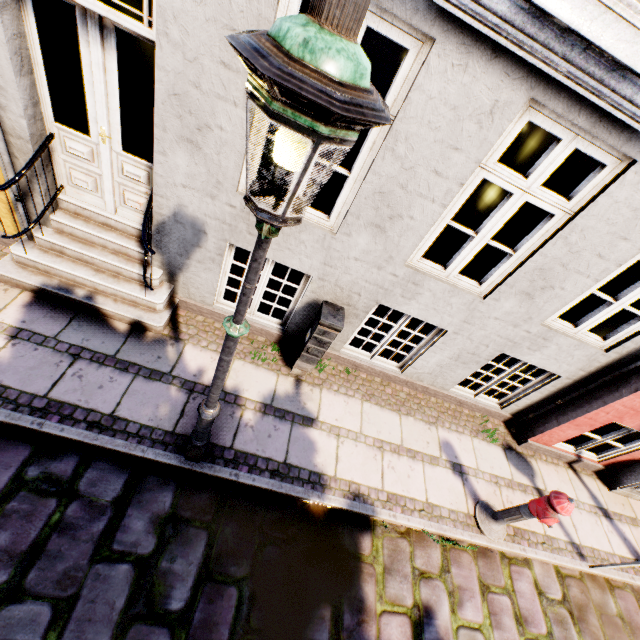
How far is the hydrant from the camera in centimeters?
357cm

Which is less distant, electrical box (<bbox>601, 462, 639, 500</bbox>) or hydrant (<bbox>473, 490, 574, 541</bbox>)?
hydrant (<bbox>473, 490, 574, 541</bbox>)

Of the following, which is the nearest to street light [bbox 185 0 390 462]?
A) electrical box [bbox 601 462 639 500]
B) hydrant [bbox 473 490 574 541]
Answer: hydrant [bbox 473 490 574 541]

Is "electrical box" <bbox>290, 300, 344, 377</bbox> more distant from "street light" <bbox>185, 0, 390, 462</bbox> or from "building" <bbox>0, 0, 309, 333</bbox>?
"street light" <bbox>185, 0, 390, 462</bbox>

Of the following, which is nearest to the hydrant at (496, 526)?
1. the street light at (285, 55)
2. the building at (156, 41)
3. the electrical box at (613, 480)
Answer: the building at (156, 41)

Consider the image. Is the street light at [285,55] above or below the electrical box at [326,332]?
above

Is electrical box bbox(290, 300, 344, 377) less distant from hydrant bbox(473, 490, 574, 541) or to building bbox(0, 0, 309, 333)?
building bbox(0, 0, 309, 333)

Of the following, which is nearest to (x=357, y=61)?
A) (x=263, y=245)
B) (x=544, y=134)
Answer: (x=263, y=245)
